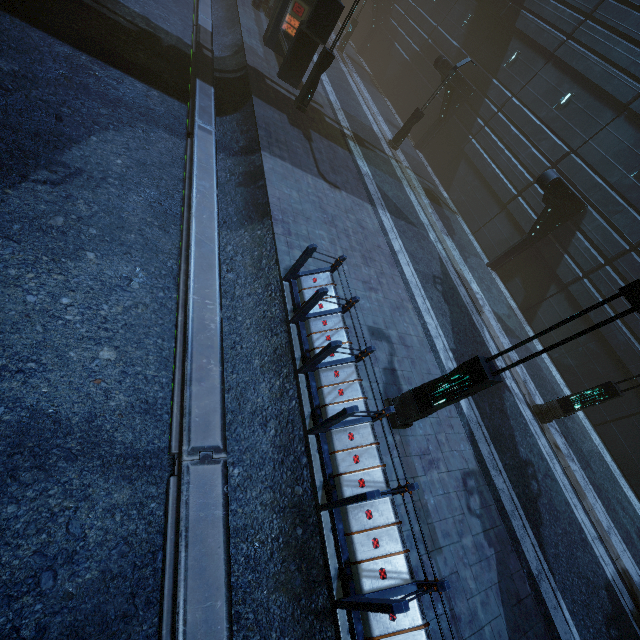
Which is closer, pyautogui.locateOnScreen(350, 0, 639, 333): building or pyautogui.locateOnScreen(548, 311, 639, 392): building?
pyautogui.locateOnScreen(548, 311, 639, 392): building

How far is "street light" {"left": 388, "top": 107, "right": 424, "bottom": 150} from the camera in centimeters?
1898cm

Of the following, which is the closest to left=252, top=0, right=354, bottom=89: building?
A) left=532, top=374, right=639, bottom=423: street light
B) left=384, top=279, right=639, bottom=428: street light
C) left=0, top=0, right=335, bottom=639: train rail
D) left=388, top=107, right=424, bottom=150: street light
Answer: left=0, top=0, right=335, bottom=639: train rail

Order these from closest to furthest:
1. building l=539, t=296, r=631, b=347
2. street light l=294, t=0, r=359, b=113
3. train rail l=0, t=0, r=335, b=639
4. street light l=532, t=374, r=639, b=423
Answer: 1. train rail l=0, t=0, r=335, b=639
2. street light l=532, t=374, r=639, b=423
3. street light l=294, t=0, r=359, b=113
4. building l=539, t=296, r=631, b=347

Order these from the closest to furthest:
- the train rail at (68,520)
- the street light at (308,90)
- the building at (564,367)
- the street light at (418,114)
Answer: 1. the train rail at (68,520)
2. the street light at (308,90)
3. the building at (564,367)
4. the street light at (418,114)

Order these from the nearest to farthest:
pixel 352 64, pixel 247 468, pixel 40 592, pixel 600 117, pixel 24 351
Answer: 1. pixel 40 592
2. pixel 24 351
3. pixel 247 468
4. pixel 600 117
5. pixel 352 64

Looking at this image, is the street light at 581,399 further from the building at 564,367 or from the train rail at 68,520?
the train rail at 68,520

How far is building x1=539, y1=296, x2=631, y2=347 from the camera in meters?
13.7 m
